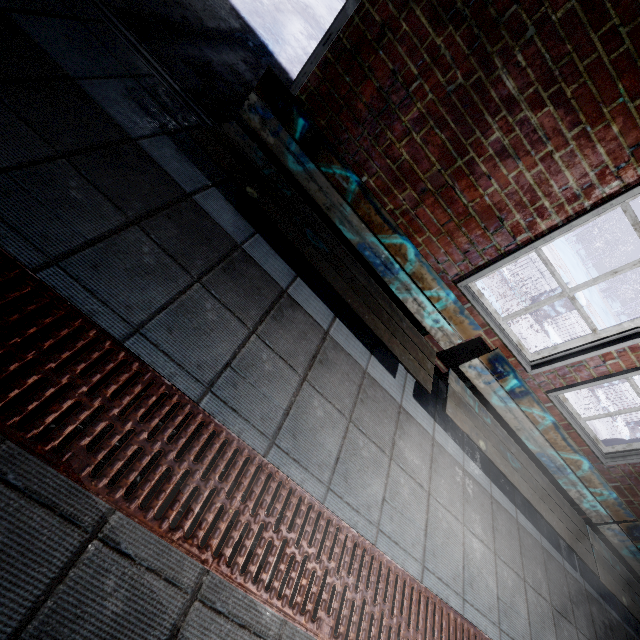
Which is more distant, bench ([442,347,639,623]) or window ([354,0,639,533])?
bench ([442,347,639,623])

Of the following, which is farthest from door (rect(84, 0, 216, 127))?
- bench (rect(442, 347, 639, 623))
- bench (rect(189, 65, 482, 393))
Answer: bench (rect(442, 347, 639, 623))

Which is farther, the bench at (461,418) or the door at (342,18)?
the bench at (461,418)

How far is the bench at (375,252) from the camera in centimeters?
171cm

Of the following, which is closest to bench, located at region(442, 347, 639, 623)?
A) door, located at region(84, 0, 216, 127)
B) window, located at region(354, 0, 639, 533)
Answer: window, located at region(354, 0, 639, 533)

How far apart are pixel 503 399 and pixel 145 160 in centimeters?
267cm

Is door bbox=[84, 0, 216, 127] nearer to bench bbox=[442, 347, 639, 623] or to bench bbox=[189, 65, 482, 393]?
bench bbox=[189, 65, 482, 393]

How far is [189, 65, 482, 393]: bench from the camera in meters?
1.7
